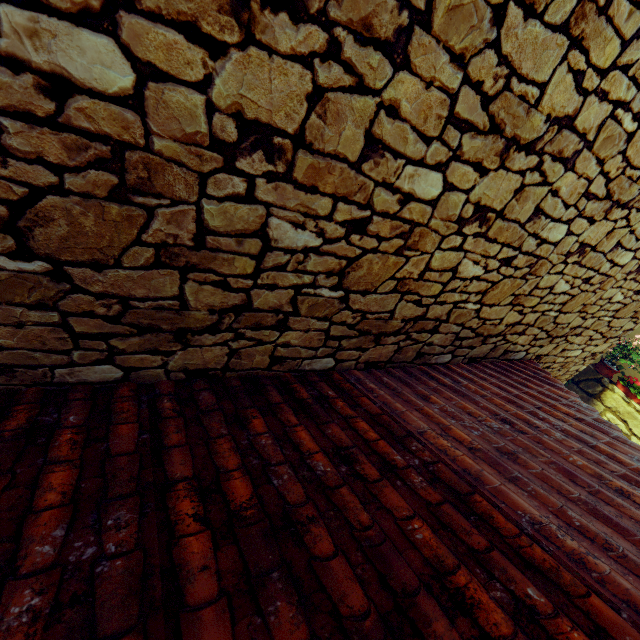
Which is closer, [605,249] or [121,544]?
[121,544]
